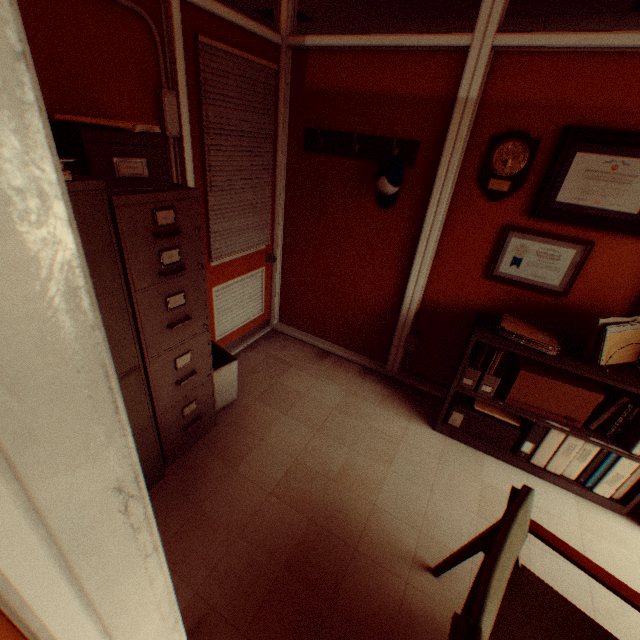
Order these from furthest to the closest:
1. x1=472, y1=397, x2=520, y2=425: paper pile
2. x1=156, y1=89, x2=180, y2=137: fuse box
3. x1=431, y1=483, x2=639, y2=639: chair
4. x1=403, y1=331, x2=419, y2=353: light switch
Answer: x1=403, y1=331, x2=419, y2=353: light switch < x1=472, y1=397, x2=520, y2=425: paper pile < x1=156, y1=89, x2=180, y2=137: fuse box < x1=431, y1=483, x2=639, y2=639: chair

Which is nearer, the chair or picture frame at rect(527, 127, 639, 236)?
the chair

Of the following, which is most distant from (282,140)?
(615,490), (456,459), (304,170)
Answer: (615,490)

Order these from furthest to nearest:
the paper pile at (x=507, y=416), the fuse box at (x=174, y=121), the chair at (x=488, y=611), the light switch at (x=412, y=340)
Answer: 1. the light switch at (x=412, y=340)
2. the paper pile at (x=507, y=416)
3. the fuse box at (x=174, y=121)
4. the chair at (x=488, y=611)

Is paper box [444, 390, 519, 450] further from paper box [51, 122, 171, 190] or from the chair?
paper box [51, 122, 171, 190]

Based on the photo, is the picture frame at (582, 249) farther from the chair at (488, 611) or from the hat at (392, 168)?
the chair at (488, 611)

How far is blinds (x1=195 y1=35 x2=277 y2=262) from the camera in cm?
233

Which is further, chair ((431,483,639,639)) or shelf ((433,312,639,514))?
shelf ((433,312,639,514))
